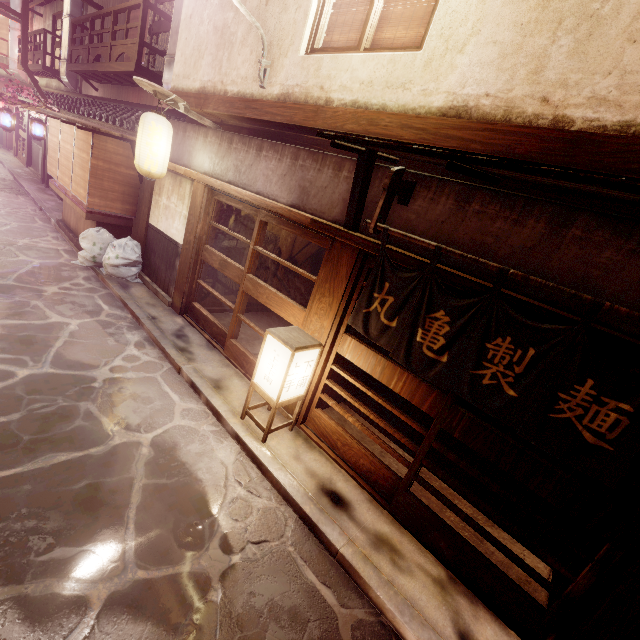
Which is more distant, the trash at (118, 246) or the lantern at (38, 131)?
the lantern at (38, 131)

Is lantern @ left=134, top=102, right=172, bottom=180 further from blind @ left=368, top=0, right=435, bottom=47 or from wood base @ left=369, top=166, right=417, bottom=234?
wood base @ left=369, top=166, right=417, bottom=234

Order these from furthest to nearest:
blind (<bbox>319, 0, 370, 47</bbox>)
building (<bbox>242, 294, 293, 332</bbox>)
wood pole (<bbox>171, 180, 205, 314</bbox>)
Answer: building (<bbox>242, 294, 293, 332</bbox>), wood pole (<bbox>171, 180, 205, 314</bbox>), blind (<bbox>319, 0, 370, 47</bbox>)

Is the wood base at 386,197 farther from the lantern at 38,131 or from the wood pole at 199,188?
the lantern at 38,131

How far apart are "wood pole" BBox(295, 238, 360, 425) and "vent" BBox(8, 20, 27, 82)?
52.9 meters

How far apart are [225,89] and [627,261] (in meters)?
12.13

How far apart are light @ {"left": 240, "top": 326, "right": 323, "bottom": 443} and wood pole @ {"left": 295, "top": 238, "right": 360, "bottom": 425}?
0.18m

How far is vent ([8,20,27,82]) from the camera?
35.9m
